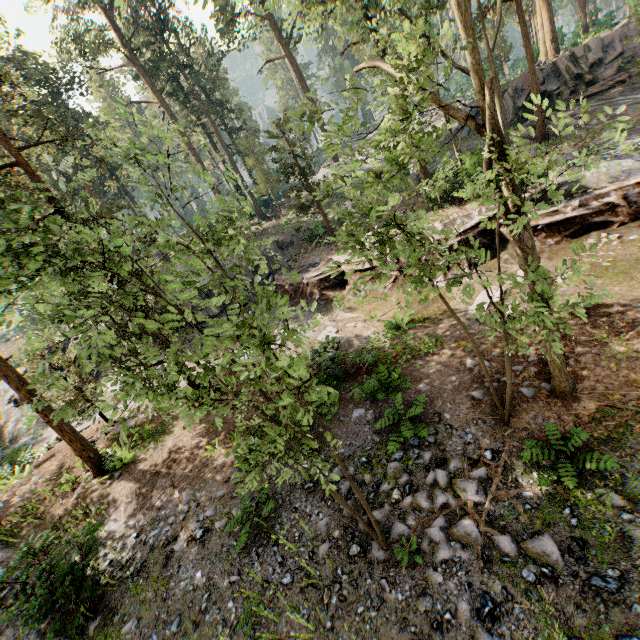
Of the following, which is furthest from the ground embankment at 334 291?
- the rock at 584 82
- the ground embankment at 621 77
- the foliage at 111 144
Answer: the rock at 584 82

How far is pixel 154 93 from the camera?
32.7 meters

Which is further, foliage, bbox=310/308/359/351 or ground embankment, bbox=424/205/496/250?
ground embankment, bbox=424/205/496/250

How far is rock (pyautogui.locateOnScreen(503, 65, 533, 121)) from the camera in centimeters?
2547cm

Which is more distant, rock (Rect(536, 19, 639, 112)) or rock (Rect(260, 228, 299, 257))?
rock (Rect(260, 228, 299, 257))

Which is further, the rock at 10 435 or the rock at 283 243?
the rock at 283 243

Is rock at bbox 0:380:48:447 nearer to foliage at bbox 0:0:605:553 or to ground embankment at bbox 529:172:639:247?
ground embankment at bbox 529:172:639:247

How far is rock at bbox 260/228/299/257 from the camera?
28.42m
